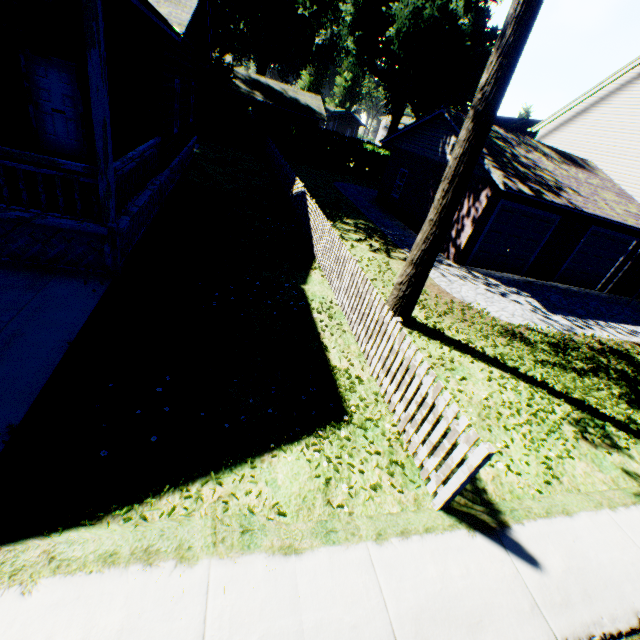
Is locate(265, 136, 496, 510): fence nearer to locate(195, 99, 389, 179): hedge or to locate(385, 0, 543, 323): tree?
locate(195, 99, 389, 179): hedge

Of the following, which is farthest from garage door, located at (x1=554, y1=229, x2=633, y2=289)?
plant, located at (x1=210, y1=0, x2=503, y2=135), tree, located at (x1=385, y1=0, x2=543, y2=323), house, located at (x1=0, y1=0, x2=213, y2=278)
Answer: plant, located at (x1=210, y1=0, x2=503, y2=135)

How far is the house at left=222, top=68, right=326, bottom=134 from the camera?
34.4 meters

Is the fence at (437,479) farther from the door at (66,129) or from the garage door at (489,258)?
the garage door at (489,258)

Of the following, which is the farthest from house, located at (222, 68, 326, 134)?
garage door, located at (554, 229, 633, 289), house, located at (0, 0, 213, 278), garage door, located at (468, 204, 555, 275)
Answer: garage door, located at (554, 229, 633, 289)

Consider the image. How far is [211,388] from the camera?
4.9 meters

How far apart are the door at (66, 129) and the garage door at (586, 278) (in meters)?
19.93

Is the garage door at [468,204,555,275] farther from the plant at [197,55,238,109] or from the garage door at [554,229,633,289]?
the plant at [197,55,238,109]
